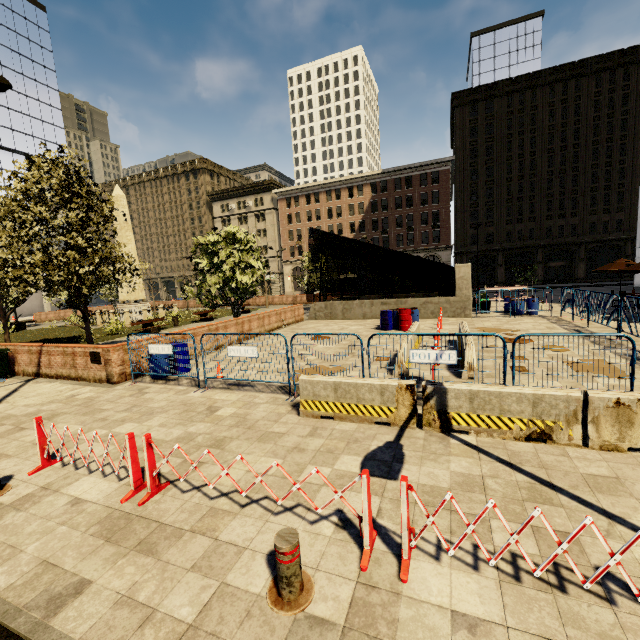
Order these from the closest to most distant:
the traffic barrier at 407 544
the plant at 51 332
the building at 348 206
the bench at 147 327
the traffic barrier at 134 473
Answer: the traffic barrier at 407 544
the traffic barrier at 134 473
the plant at 51 332
the bench at 147 327
the building at 348 206

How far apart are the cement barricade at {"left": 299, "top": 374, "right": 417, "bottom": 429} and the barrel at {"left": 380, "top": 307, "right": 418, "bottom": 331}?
10.15m

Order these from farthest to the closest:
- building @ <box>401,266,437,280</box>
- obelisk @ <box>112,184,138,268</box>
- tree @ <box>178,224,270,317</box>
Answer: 1. building @ <box>401,266,437,280</box>
2. obelisk @ <box>112,184,138,268</box>
3. tree @ <box>178,224,270,317</box>

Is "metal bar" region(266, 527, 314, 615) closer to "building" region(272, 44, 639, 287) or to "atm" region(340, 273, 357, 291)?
"atm" region(340, 273, 357, 291)

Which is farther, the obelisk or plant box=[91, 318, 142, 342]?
the obelisk

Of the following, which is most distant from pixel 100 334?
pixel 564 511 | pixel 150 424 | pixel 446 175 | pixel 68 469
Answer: pixel 446 175

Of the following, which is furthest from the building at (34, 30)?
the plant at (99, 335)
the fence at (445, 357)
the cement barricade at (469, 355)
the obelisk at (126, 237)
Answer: the cement barricade at (469, 355)

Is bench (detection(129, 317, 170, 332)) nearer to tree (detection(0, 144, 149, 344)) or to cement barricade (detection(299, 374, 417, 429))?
tree (detection(0, 144, 149, 344))
